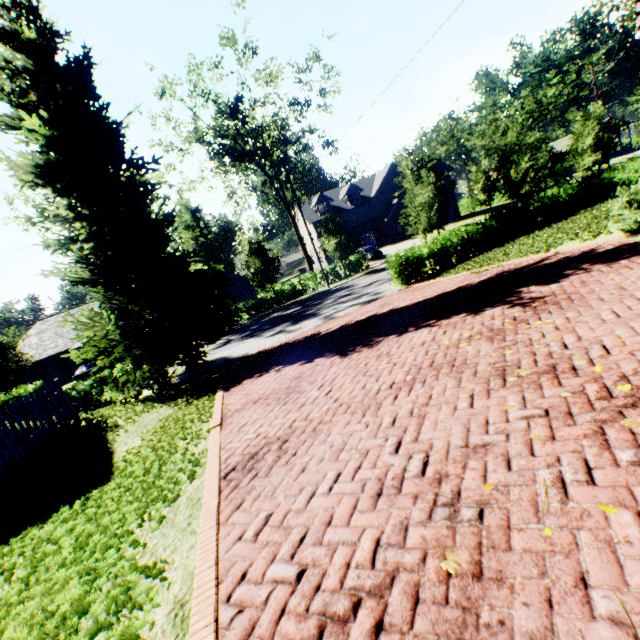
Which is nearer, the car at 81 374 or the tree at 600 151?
the tree at 600 151

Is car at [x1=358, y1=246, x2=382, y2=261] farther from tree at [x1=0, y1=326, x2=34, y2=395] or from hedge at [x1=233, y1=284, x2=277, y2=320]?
hedge at [x1=233, y1=284, x2=277, y2=320]

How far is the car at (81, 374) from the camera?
26.67m

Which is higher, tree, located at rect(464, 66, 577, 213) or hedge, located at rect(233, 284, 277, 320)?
tree, located at rect(464, 66, 577, 213)

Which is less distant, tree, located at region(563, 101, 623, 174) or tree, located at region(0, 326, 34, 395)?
tree, located at region(0, 326, 34, 395)

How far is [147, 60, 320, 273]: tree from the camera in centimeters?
2639cm

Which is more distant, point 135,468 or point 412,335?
point 412,335
